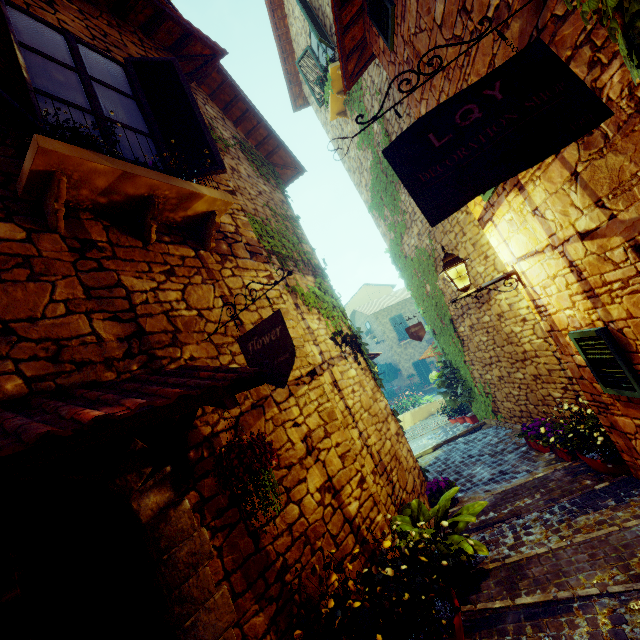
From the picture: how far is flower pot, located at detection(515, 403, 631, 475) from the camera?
4.0 meters

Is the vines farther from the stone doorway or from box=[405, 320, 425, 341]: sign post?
the stone doorway

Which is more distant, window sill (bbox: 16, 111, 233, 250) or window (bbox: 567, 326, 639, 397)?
window (bbox: 567, 326, 639, 397)

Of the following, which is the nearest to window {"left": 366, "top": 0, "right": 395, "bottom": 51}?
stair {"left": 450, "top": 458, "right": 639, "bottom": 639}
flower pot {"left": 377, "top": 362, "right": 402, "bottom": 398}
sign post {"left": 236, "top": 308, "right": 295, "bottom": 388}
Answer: sign post {"left": 236, "top": 308, "right": 295, "bottom": 388}

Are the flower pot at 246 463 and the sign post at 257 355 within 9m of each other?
yes

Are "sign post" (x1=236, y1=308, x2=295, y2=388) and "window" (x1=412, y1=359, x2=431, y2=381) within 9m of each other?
no

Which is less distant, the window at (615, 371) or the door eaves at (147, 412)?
the door eaves at (147, 412)

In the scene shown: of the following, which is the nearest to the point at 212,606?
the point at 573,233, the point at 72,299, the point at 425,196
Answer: the point at 72,299
